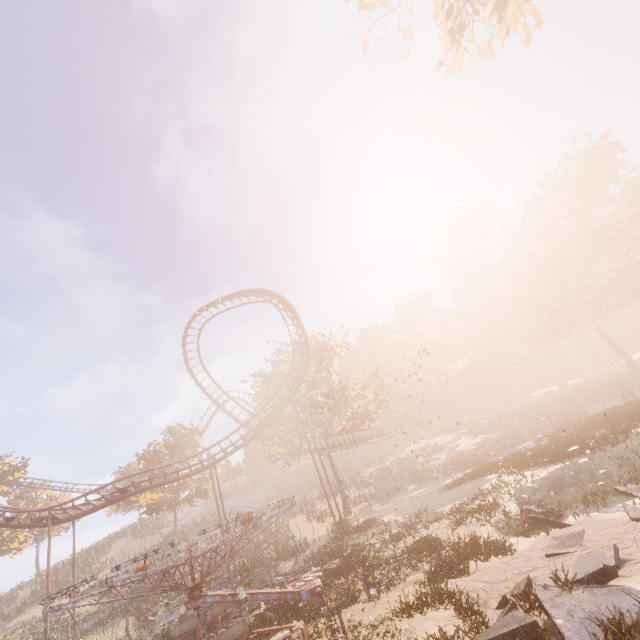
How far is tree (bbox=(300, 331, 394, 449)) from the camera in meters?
33.3

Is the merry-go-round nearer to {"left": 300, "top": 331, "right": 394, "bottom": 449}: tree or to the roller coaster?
the roller coaster

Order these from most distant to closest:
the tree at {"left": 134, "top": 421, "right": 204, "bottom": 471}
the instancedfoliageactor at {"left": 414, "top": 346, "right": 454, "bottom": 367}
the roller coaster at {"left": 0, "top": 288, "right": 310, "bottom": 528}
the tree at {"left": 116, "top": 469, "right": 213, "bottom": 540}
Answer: the instancedfoliageactor at {"left": 414, "top": 346, "right": 454, "bottom": 367}
the tree at {"left": 134, "top": 421, "right": 204, "bottom": 471}
the tree at {"left": 116, "top": 469, "right": 213, "bottom": 540}
the roller coaster at {"left": 0, "top": 288, "right": 310, "bottom": 528}

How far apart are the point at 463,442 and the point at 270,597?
41.9m

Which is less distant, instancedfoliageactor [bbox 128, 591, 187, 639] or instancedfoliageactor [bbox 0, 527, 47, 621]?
instancedfoliageactor [bbox 128, 591, 187, 639]

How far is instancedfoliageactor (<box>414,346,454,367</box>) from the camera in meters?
56.9 m

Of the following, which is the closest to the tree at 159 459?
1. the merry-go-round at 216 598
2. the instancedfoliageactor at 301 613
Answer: the merry-go-round at 216 598

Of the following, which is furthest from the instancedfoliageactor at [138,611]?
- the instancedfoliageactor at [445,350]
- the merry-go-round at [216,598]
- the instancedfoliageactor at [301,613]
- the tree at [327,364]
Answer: the instancedfoliageactor at [445,350]
